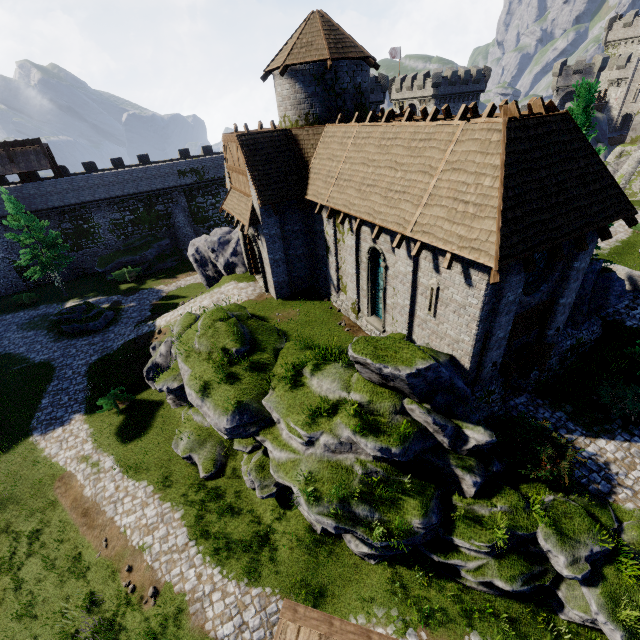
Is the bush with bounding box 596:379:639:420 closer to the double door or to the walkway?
the walkway

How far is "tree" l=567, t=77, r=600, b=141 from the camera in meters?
12.5 m

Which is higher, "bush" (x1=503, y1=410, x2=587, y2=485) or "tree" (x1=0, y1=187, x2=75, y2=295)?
"tree" (x1=0, y1=187, x2=75, y2=295)

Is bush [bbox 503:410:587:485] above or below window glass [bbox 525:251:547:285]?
below

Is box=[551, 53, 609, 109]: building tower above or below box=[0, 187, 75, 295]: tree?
above

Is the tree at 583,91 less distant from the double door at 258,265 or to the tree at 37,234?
the double door at 258,265

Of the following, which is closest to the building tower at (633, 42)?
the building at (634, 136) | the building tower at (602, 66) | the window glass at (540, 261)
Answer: the building tower at (602, 66)

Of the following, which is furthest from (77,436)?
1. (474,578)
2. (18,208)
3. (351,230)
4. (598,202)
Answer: (598,202)
